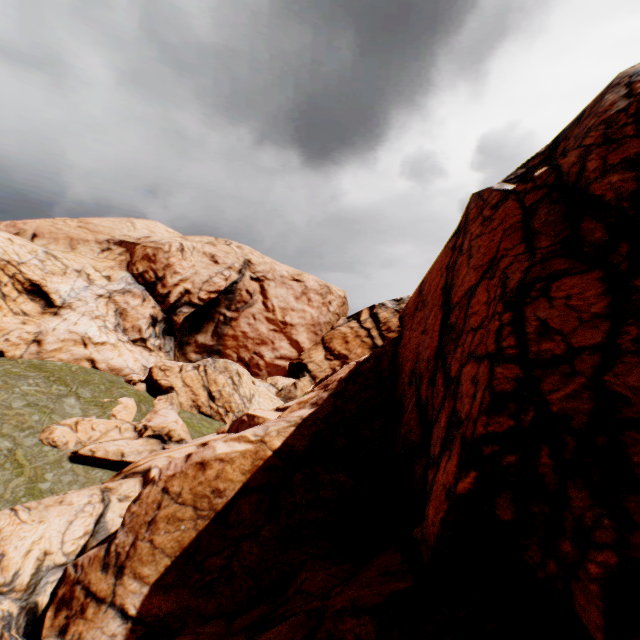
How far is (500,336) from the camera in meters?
6.0 m
